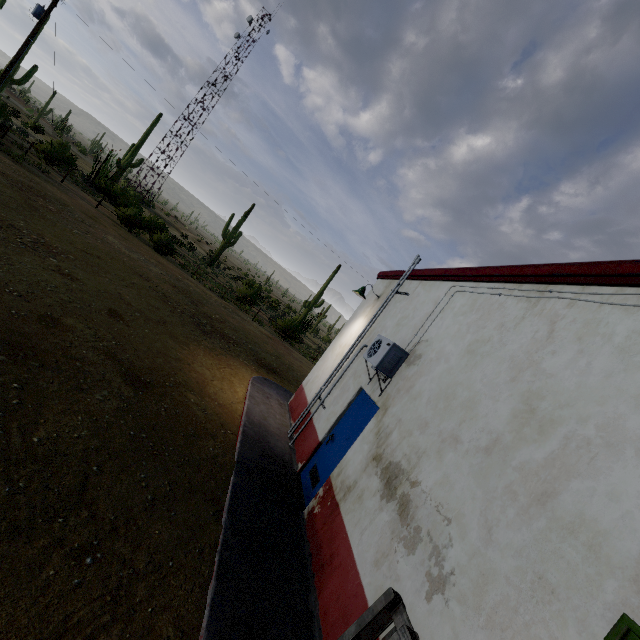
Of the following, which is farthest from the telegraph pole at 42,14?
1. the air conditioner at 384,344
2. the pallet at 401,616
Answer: the pallet at 401,616

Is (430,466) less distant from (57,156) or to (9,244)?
(9,244)

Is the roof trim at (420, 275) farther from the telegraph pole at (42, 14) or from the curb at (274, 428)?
the telegraph pole at (42, 14)

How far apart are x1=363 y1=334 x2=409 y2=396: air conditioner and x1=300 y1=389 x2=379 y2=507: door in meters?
0.2

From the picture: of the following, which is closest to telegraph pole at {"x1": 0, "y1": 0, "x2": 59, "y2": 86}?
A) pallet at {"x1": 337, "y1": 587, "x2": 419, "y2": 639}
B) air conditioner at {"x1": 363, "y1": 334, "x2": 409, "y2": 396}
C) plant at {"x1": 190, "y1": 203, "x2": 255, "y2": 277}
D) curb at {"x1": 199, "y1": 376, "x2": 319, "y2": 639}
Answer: plant at {"x1": 190, "y1": 203, "x2": 255, "y2": 277}

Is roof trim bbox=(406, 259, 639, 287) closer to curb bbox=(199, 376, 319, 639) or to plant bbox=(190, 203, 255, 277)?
curb bbox=(199, 376, 319, 639)

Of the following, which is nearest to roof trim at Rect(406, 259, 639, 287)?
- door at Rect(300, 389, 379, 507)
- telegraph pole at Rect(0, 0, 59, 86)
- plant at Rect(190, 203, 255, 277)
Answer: door at Rect(300, 389, 379, 507)

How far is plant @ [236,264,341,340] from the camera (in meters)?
24.95
